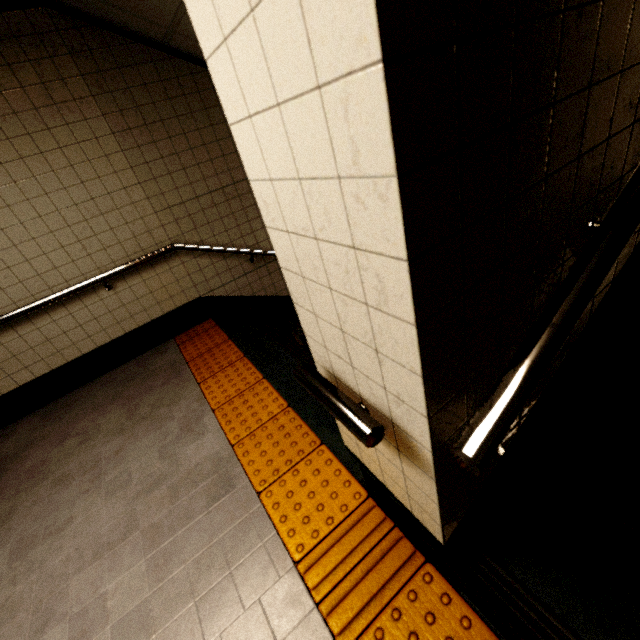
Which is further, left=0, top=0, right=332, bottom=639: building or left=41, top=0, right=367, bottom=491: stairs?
left=41, top=0, right=367, bottom=491: stairs

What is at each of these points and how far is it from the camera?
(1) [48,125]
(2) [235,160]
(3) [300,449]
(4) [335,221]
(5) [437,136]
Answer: (1) building, 2.6 meters
(2) stairs, 3.5 meters
(3) groundtactileadastrip, 2.1 meters
(4) building, 0.7 meters
(5) stairs, 0.5 meters

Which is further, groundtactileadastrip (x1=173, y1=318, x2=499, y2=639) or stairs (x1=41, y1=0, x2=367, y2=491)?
stairs (x1=41, y1=0, x2=367, y2=491)

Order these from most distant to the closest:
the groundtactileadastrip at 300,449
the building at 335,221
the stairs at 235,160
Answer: the stairs at 235,160 → the groundtactileadastrip at 300,449 → the building at 335,221

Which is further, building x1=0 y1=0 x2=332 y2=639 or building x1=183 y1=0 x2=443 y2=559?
building x1=0 y1=0 x2=332 y2=639

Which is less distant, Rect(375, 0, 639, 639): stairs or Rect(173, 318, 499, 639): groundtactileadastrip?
Rect(375, 0, 639, 639): stairs

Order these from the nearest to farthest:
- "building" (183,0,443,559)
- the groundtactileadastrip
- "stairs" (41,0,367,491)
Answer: "building" (183,0,443,559) < the groundtactileadastrip < "stairs" (41,0,367,491)

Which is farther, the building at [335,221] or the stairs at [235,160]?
the stairs at [235,160]
